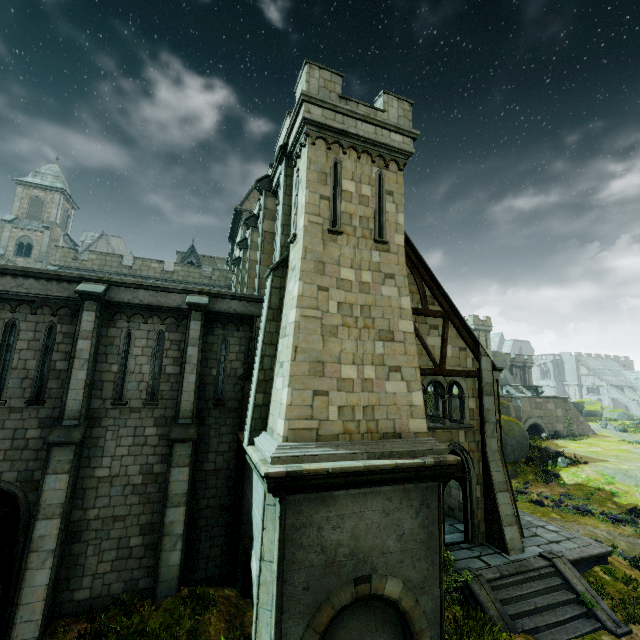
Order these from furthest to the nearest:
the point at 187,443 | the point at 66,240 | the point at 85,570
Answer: the point at 66,240
the point at 187,443
the point at 85,570

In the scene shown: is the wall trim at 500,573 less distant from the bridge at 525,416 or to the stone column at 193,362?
the stone column at 193,362

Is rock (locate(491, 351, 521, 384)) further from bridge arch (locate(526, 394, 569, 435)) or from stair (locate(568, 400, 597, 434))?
stair (locate(568, 400, 597, 434))

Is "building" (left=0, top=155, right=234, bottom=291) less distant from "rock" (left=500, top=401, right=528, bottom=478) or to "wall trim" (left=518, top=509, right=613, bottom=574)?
"wall trim" (left=518, top=509, right=613, bottom=574)

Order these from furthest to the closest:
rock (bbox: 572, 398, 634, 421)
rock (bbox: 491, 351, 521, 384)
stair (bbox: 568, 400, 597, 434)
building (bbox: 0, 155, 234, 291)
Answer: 1. rock (bbox: 491, 351, 521, 384)
2. rock (bbox: 572, 398, 634, 421)
3. stair (bbox: 568, 400, 597, 434)
4. building (bbox: 0, 155, 234, 291)

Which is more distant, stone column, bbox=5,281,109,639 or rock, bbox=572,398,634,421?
rock, bbox=572,398,634,421

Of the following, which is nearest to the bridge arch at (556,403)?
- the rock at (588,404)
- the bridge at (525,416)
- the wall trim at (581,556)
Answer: the bridge at (525,416)

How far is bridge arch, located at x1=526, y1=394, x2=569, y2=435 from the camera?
38.5 meters
